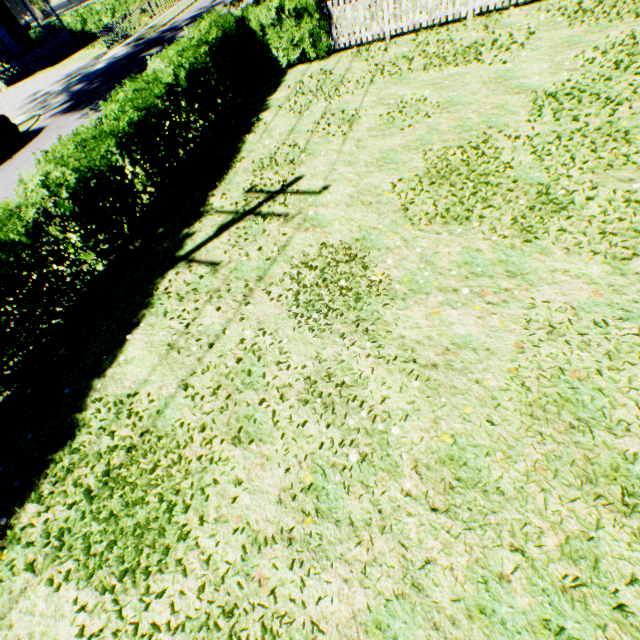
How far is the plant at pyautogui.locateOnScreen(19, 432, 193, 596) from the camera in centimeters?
363cm

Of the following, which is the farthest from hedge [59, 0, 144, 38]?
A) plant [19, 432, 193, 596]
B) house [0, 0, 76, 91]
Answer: plant [19, 432, 193, 596]

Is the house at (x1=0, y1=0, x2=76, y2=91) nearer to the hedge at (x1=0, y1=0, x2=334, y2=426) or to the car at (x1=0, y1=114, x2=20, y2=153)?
the car at (x1=0, y1=114, x2=20, y2=153)

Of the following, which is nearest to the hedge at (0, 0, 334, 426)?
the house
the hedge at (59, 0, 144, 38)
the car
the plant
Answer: the plant

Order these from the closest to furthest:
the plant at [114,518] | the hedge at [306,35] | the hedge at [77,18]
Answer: the plant at [114,518], the hedge at [306,35], the hedge at [77,18]

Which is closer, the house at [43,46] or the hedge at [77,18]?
the house at [43,46]

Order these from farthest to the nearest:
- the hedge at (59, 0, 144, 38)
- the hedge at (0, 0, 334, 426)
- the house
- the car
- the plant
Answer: the hedge at (59, 0, 144, 38) → the house → the car → the hedge at (0, 0, 334, 426) → the plant

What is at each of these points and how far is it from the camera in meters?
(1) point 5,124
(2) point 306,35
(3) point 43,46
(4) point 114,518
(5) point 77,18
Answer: (1) car, 15.2
(2) hedge, 10.8
(3) house, 29.9
(4) plant, 3.9
(5) hedge, 35.3
